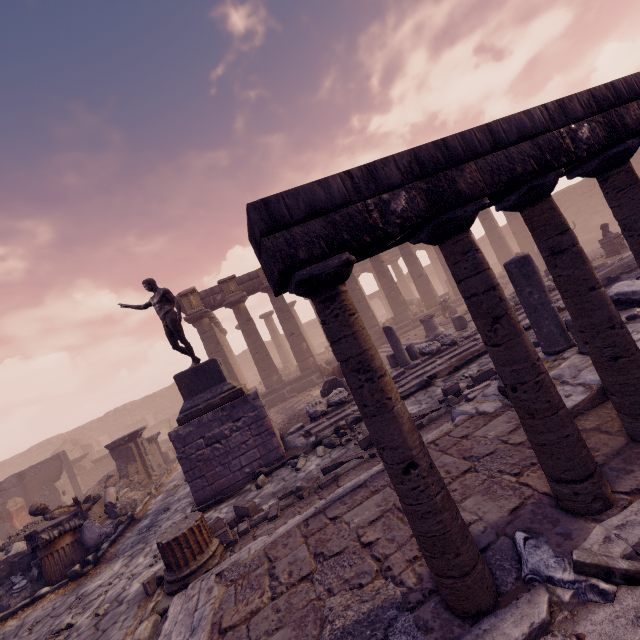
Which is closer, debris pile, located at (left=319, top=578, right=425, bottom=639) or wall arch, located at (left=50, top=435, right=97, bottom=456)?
debris pile, located at (left=319, top=578, right=425, bottom=639)

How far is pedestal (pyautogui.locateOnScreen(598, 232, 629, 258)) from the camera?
13.5 meters

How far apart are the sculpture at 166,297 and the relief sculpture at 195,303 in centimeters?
781cm

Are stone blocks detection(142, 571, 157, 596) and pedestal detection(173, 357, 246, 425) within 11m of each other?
yes

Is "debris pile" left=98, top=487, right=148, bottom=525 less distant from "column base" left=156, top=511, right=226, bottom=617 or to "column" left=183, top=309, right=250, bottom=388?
"column base" left=156, top=511, right=226, bottom=617

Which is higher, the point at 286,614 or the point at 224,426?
the point at 224,426

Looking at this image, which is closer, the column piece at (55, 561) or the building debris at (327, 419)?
the column piece at (55, 561)

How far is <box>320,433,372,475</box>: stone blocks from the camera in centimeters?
617cm
